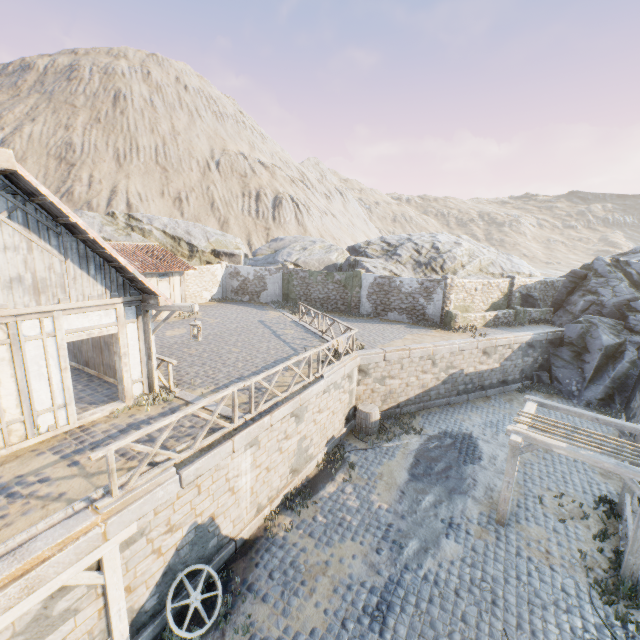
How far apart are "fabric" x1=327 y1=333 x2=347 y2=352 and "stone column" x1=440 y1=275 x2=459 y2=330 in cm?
902

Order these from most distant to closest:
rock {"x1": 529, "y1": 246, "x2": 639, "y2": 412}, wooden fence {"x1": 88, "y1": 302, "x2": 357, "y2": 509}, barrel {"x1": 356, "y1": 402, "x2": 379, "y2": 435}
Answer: rock {"x1": 529, "y1": 246, "x2": 639, "y2": 412} → barrel {"x1": 356, "y1": 402, "x2": 379, "y2": 435} → wooden fence {"x1": 88, "y1": 302, "x2": 357, "y2": 509}

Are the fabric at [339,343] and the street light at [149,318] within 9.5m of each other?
yes

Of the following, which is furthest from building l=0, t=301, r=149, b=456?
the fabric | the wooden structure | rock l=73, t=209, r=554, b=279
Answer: rock l=73, t=209, r=554, b=279

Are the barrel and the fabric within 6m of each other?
yes

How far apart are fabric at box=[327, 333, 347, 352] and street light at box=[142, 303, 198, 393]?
4.43m

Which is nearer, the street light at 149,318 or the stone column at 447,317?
the street light at 149,318

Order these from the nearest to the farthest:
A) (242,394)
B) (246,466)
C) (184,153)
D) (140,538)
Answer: (140,538) → (246,466) → (242,394) → (184,153)
